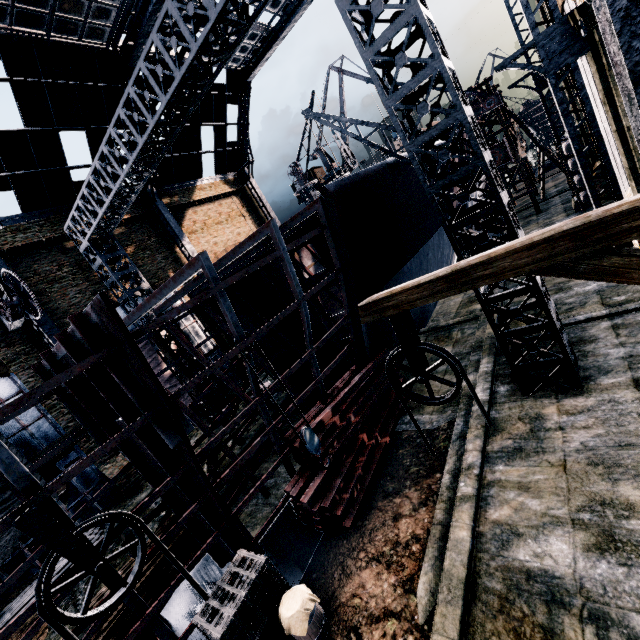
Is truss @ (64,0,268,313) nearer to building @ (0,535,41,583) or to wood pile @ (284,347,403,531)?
building @ (0,535,41,583)

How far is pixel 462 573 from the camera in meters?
6.9 m

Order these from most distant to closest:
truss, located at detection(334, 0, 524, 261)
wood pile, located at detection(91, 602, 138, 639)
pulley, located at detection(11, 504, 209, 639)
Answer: wood pile, located at detection(91, 602, 138, 639), truss, located at detection(334, 0, 524, 261), pulley, located at detection(11, 504, 209, 639)

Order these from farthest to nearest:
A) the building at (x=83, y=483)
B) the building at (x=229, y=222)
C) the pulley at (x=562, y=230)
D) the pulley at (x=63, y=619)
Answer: the building at (x=229, y=222) < the building at (x=83, y=483) < the pulley at (x=63, y=619) < the pulley at (x=562, y=230)

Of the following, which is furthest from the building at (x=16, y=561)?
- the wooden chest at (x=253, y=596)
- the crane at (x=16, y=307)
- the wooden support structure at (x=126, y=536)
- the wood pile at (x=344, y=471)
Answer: the wooden support structure at (x=126, y=536)

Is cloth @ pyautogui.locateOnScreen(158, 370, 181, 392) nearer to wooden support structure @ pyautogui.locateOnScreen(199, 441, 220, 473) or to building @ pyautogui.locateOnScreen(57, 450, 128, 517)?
building @ pyautogui.locateOnScreen(57, 450, 128, 517)

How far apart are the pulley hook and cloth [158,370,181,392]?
16.0 meters

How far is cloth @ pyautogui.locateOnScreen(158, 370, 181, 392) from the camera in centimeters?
2331cm
